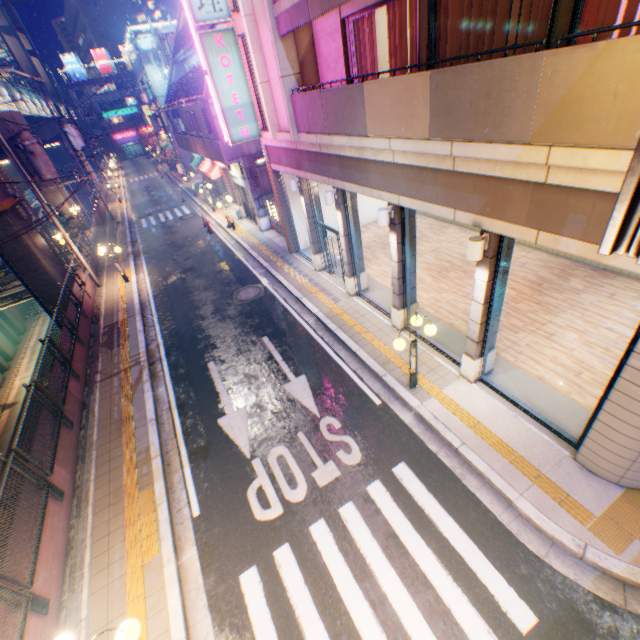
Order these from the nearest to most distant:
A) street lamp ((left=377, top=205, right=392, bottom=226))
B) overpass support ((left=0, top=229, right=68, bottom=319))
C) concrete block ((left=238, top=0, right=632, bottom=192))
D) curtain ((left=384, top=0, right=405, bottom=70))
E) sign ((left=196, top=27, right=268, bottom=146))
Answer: concrete block ((left=238, top=0, right=632, bottom=192)) → curtain ((left=384, top=0, right=405, bottom=70)) → street lamp ((left=377, top=205, right=392, bottom=226)) → sign ((left=196, top=27, right=268, bottom=146)) → overpass support ((left=0, top=229, right=68, bottom=319))

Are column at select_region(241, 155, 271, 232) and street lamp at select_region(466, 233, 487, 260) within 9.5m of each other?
no

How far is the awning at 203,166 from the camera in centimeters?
2460cm

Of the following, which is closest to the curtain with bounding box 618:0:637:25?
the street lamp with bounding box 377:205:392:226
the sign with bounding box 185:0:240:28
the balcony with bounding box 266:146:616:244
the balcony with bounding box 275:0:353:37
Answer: the balcony with bounding box 275:0:353:37

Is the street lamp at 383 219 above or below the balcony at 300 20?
below

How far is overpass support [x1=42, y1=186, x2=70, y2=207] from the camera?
26.5m

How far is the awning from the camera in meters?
24.6 m

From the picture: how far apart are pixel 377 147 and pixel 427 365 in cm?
595
